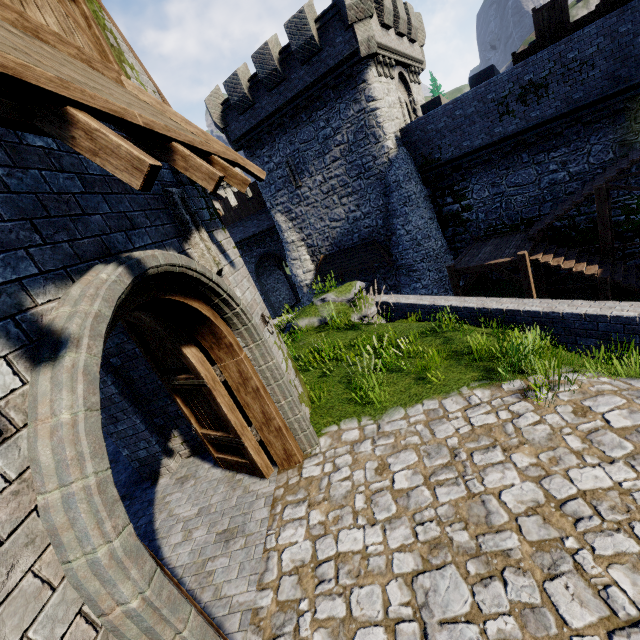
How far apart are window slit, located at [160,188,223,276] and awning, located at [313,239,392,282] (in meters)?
15.57

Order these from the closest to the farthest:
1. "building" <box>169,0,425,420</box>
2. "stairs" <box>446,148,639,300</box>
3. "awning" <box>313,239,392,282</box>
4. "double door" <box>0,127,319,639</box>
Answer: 1. "double door" <box>0,127,319,639</box>
2. "stairs" <box>446,148,639,300</box>
3. "building" <box>169,0,425,420</box>
4. "awning" <box>313,239,392,282</box>

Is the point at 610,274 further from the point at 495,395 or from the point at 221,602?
the point at 221,602

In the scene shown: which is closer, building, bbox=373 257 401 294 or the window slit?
the window slit

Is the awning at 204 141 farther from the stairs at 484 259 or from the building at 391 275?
the building at 391 275

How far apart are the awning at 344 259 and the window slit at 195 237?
15.57m

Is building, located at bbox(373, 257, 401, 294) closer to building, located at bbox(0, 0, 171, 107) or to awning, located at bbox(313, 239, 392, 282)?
awning, located at bbox(313, 239, 392, 282)

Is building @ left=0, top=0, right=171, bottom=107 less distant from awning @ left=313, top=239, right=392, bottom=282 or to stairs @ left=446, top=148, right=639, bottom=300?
stairs @ left=446, top=148, right=639, bottom=300
